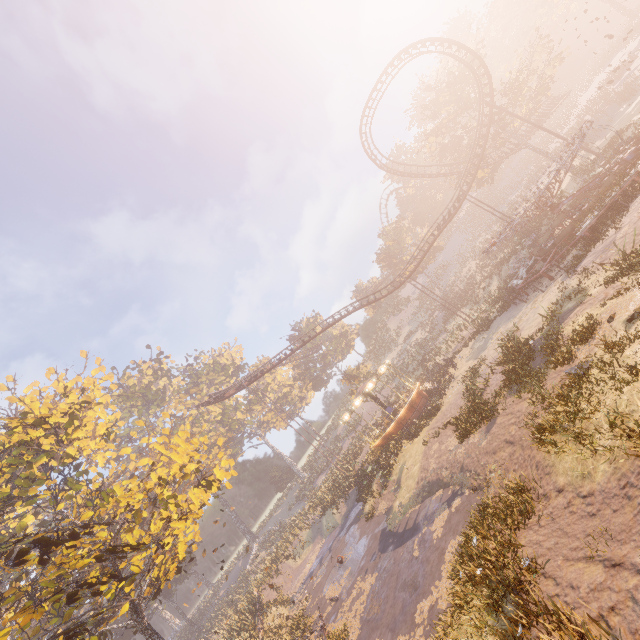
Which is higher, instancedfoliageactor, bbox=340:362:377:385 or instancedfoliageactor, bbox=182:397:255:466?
instancedfoliageactor, bbox=182:397:255:466

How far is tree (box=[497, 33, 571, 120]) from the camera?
34.3m

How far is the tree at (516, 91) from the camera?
34.34m

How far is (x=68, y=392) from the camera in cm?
1688

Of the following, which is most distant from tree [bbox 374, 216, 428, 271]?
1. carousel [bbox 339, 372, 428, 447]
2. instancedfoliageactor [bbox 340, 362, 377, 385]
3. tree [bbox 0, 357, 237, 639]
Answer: tree [bbox 0, 357, 237, 639]

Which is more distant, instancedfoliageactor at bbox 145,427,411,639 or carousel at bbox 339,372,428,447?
carousel at bbox 339,372,428,447
